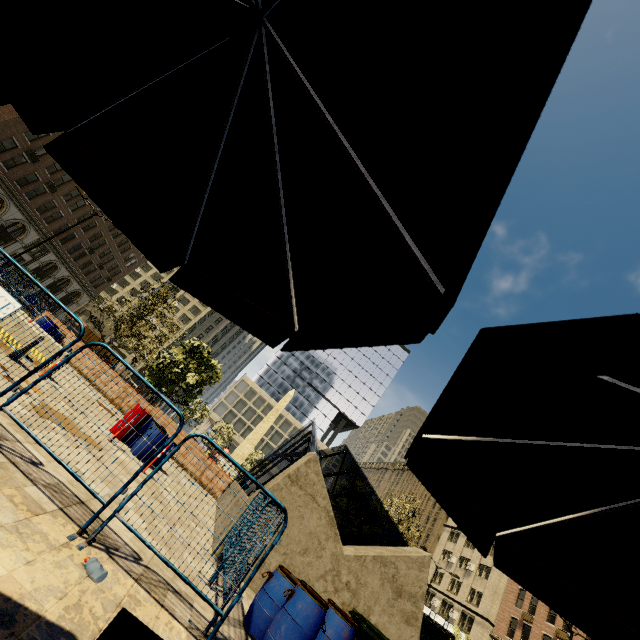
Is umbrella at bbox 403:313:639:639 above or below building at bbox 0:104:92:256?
below

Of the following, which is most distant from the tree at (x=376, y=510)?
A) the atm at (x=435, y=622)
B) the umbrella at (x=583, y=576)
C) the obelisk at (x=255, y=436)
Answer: the umbrella at (x=583, y=576)

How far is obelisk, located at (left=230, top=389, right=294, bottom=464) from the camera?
33.06m

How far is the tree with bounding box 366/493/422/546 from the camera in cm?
1938

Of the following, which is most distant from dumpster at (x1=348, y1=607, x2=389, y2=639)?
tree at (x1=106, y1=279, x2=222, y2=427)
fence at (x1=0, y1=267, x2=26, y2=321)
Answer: tree at (x1=106, y1=279, x2=222, y2=427)

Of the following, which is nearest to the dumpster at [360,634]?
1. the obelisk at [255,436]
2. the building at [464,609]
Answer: the obelisk at [255,436]

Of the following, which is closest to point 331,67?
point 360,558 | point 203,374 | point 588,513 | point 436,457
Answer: point 436,457

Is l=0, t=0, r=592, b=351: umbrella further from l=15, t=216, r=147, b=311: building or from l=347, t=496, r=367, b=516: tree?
l=15, t=216, r=147, b=311: building
